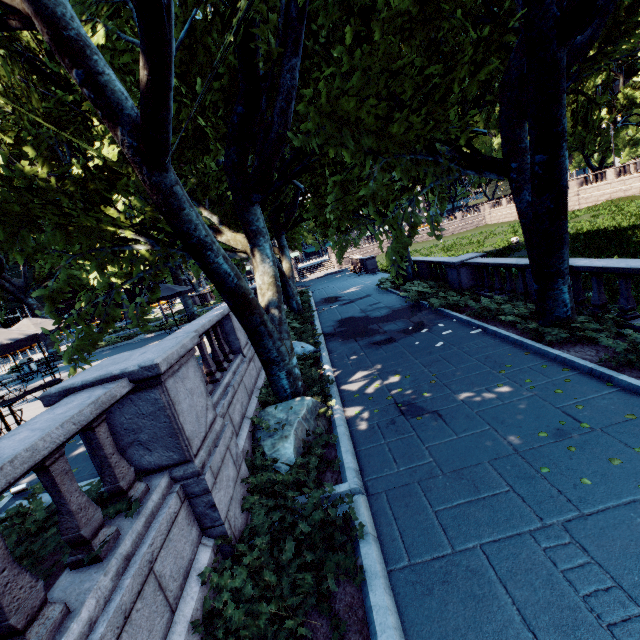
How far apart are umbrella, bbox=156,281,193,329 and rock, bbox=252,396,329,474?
10.9m

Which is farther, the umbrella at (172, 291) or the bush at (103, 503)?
the umbrella at (172, 291)

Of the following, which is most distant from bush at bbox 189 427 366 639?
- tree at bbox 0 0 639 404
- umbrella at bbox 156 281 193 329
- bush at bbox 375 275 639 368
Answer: umbrella at bbox 156 281 193 329

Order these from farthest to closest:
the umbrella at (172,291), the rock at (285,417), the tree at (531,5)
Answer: the umbrella at (172,291) < the rock at (285,417) < the tree at (531,5)

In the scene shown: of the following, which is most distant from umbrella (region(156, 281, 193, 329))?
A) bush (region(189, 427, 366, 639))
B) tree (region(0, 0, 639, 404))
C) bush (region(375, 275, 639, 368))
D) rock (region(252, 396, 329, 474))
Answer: bush (region(375, 275, 639, 368))

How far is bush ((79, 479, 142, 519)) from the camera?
3.4 meters

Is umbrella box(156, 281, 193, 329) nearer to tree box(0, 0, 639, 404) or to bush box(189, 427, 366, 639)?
tree box(0, 0, 639, 404)

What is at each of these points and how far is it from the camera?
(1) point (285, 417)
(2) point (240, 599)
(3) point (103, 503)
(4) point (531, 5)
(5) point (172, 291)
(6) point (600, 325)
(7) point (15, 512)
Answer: (1) rock, 6.9 meters
(2) bush, 3.6 meters
(3) bush, 3.7 meters
(4) tree, 5.3 meters
(5) umbrella, 16.4 meters
(6) bush, 7.6 meters
(7) bush, 3.9 meters
